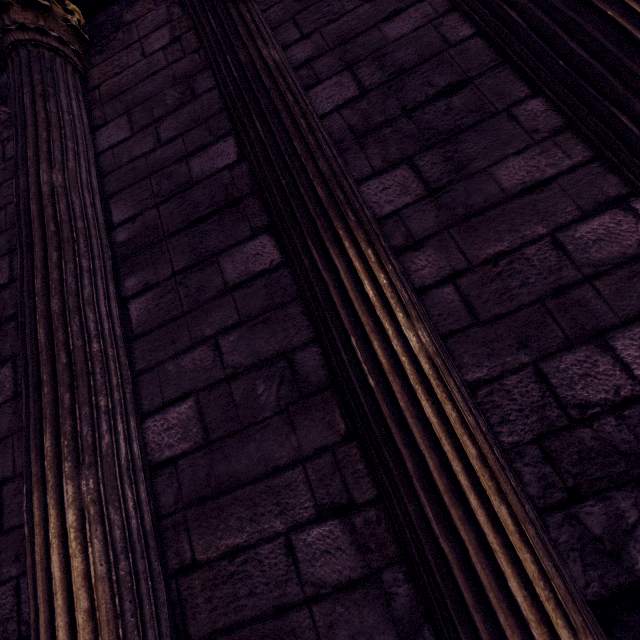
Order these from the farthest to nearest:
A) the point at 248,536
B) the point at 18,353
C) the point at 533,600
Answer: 1. the point at 18,353
2. the point at 248,536
3. the point at 533,600
